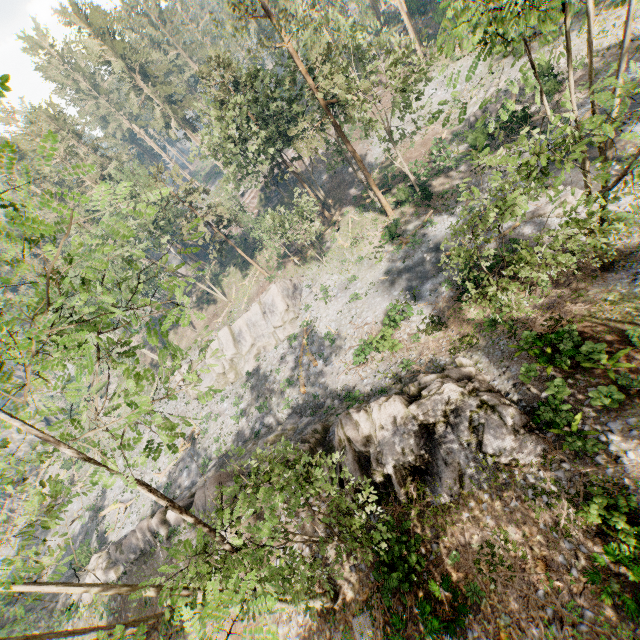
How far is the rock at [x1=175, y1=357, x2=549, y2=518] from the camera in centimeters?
1399cm

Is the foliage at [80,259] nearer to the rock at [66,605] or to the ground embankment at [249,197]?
the ground embankment at [249,197]

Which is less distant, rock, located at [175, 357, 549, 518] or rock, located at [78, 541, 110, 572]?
rock, located at [175, 357, 549, 518]

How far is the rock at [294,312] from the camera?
34.9 meters

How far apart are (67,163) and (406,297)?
49.6 meters

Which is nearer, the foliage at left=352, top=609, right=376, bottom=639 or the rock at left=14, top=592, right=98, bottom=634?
the foliage at left=352, top=609, right=376, bottom=639

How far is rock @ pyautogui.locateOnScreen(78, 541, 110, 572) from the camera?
26.98m

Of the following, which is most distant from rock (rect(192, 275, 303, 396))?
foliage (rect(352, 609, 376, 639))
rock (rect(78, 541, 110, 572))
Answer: foliage (rect(352, 609, 376, 639))
